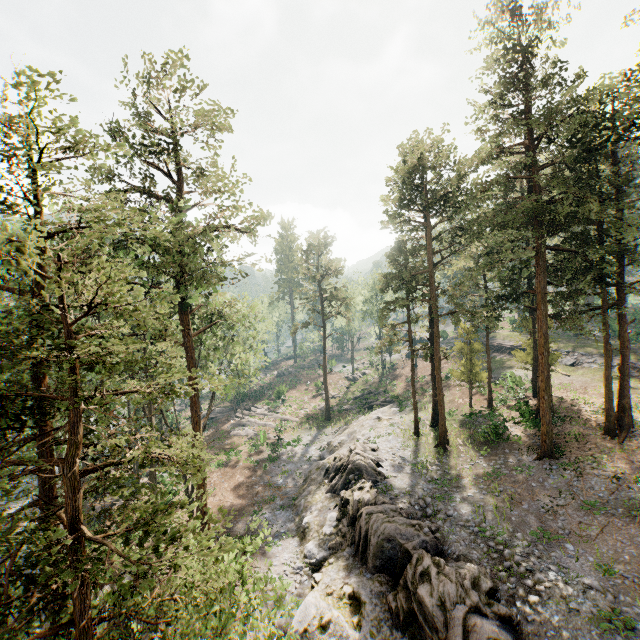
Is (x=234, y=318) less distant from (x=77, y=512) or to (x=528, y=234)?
(x=77, y=512)

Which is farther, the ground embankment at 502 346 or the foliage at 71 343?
the ground embankment at 502 346

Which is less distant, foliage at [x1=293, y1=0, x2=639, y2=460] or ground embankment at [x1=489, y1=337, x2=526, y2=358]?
foliage at [x1=293, y1=0, x2=639, y2=460]

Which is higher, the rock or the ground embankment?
the ground embankment

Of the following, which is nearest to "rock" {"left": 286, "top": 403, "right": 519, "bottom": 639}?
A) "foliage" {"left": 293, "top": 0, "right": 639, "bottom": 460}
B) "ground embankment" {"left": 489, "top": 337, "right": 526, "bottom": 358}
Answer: "foliage" {"left": 293, "top": 0, "right": 639, "bottom": 460}

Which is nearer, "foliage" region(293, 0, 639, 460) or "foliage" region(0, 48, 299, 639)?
"foliage" region(0, 48, 299, 639)

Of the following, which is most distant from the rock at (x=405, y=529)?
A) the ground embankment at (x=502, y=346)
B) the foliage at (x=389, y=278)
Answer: the ground embankment at (x=502, y=346)

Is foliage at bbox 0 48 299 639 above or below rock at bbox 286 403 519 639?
above
